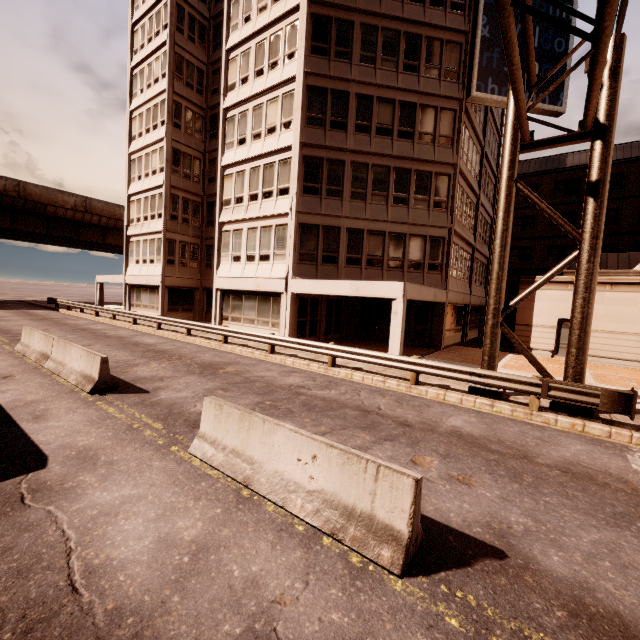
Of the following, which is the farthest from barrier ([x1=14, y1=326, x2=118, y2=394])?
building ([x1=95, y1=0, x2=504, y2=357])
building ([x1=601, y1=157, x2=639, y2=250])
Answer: building ([x1=601, y1=157, x2=639, y2=250])

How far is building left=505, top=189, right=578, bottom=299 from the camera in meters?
34.7 m

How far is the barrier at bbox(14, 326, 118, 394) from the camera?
8.7m

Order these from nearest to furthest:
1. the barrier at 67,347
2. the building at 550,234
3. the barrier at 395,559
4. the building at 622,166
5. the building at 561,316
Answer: the barrier at 395,559 → the barrier at 67,347 → the building at 561,316 → the building at 622,166 → the building at 550,234

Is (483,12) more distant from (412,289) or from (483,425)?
(483,425)

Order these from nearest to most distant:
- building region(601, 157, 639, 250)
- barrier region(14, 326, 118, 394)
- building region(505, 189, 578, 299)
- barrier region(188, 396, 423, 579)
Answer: barrier region(188, 396, 423, 579), barrier region(14, 326, 118, 394), building region(601, 157, 639, 250), building region(505, 189, 578, 299)

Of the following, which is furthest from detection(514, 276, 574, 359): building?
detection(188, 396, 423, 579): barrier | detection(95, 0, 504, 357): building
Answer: detection(188, 396, 423, 579): barrier

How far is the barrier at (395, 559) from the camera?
3.6m
